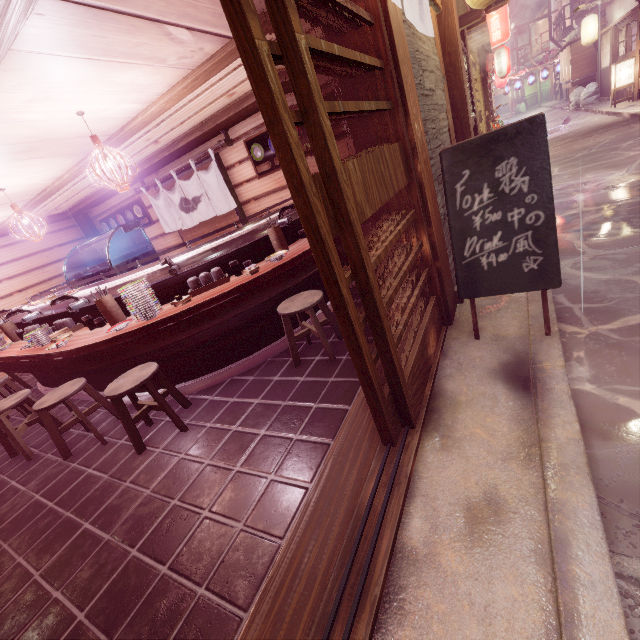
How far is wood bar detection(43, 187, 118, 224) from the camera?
12.73m

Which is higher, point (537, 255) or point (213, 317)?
point (213, 317)

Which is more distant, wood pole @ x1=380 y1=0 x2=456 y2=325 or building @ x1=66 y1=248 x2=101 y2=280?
building @ x1=66 y1=248 x2=101 y2=280

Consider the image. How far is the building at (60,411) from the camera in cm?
772

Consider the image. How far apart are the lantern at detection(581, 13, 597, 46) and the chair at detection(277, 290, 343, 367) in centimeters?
3867cm

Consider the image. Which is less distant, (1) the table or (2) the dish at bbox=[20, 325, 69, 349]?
(1) the table

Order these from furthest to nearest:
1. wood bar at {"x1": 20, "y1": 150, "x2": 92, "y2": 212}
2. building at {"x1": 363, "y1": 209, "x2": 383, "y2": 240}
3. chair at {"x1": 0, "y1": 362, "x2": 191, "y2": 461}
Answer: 1. building at {"x1": 363, "y1": 209, "x2": 383, "y2": 240}
2. wood bar at {"x1": 20, "y1": 150, "x2": 92, "y2": 212}
3. chair at {"x1": 0, "y1": 362, "x2": 191, "y2": 461}

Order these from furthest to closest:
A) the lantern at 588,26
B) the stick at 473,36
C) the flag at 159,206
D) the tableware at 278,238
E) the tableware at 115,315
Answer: the lantern at 588,26
the stick at 473,36
the flag at 159,206
the tableware at 278,238
the tableware at 115,315
